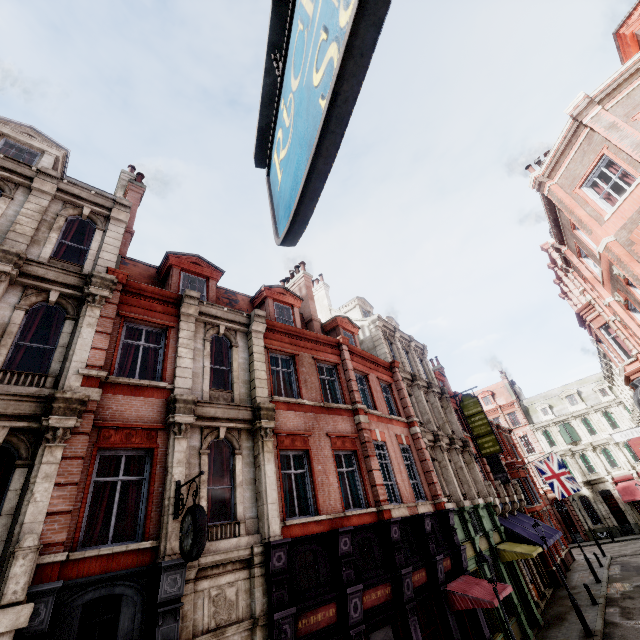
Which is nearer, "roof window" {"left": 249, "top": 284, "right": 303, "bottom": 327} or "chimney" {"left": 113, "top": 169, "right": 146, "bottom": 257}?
"chimney" {"left": 113, "top": 169, "right": 146, "bottom": 257}

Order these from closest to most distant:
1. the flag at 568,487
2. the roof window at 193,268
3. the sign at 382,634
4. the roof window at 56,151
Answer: the sign at 382,634 → the roof window at 56,151 → the roof window at 193,268 → the flag at 568,487

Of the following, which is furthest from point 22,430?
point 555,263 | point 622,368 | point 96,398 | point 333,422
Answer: point 555,263

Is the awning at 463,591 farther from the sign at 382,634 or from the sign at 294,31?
the sign at 294,31

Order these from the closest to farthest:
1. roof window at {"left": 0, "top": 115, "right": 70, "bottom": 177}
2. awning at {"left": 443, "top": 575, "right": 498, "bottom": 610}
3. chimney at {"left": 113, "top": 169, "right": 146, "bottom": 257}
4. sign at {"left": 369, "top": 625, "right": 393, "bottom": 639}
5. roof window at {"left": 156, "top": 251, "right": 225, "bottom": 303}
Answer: sign at {"left": 369, "top": 625, "right": 393, "bottom": 639}
awning at {"left": 443, "top": 575, "right": 498, "bottom": 610}
roof window at {"left": 0, "top": 115, "right": 70, "bottom": 177}
roof window at {"left": 156, "top": 251, "right": 225, "bottom": 303}
chimney at {"left": 113, "top": 169, "right": 146, "bottom": 257}

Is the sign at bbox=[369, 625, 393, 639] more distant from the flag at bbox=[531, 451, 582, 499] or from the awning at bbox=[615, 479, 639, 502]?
the awning at bbox=[615, 479, 639, 502]

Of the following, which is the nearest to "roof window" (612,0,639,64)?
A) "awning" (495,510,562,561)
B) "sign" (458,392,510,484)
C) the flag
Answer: "sign" (458,392,510,484)

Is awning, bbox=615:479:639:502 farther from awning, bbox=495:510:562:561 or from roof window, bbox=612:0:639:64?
roof window, bbox=612:0:639:64
